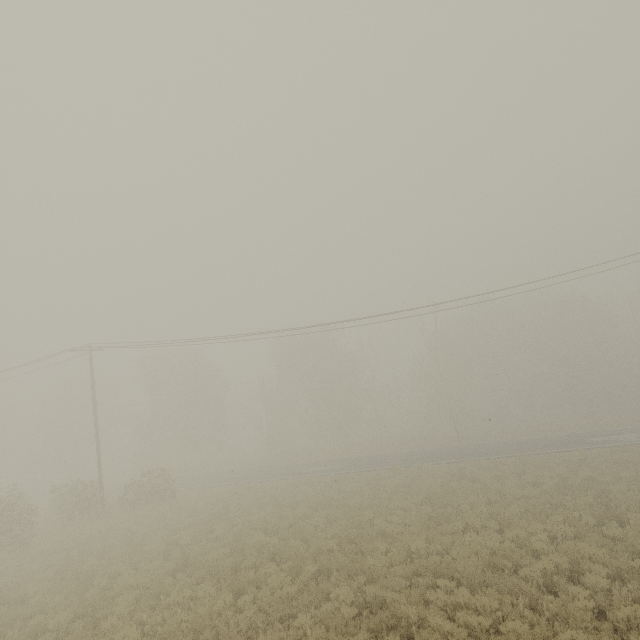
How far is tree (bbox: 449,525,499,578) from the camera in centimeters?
923cm

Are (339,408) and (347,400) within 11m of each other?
yes

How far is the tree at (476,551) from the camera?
9.23m
